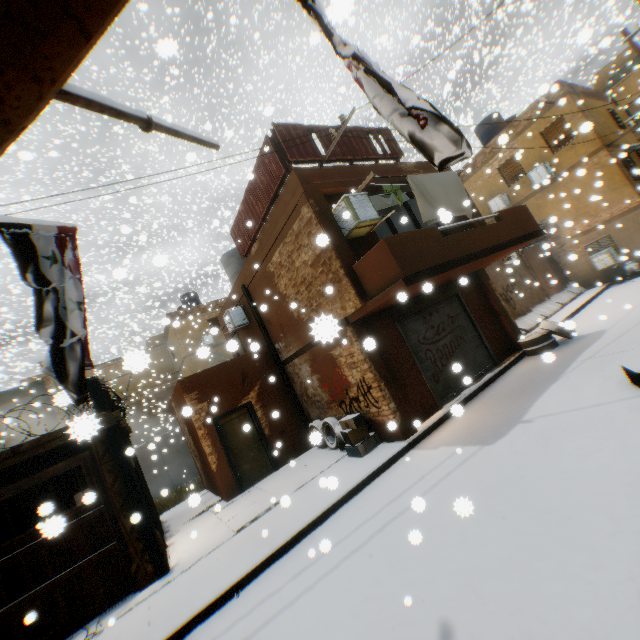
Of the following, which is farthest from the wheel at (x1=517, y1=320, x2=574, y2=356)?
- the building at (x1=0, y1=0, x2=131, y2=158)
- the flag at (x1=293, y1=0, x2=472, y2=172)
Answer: the flag at (x1=293, y1=0, x2=472, y2=172)

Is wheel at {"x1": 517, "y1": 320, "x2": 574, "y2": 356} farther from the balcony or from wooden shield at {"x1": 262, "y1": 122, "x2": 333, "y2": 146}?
wooden shield at {"x1": 262, "y1": 122, "x2": 333, "y2": 146}

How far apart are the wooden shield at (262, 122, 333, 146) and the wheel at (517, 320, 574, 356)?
1.78m

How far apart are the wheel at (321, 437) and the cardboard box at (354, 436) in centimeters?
43cm

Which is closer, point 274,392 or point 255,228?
point 255,228

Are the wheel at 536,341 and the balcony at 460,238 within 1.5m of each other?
yes

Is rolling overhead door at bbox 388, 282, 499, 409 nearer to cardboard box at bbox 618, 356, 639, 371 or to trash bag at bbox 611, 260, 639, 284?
cardboard box at bbox 618, 356, 639, 371

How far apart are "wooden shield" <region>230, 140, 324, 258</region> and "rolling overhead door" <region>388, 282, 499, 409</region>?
0.33m
